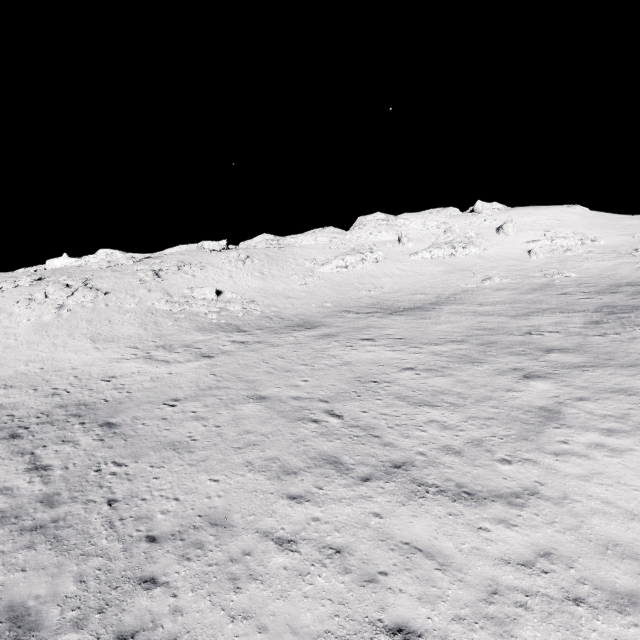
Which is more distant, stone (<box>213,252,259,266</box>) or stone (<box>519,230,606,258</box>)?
stone (<box>519,230,606,258</box>)

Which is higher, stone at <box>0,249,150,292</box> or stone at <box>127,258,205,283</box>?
stone at <box>0,249,150,292</box>

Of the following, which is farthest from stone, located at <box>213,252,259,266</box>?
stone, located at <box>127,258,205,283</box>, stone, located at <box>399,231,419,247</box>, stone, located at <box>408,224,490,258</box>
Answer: stone, located at <box>399,231,419,247</box>

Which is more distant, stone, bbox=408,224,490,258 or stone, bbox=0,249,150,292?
stone, bbox=408,224,490,258

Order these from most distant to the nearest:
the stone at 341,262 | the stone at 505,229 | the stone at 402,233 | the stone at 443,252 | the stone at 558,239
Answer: the stone at 402,233 → the stone at 505,229 → the stone at 443,252 → the stone at 558,239 → the stone at 341,262

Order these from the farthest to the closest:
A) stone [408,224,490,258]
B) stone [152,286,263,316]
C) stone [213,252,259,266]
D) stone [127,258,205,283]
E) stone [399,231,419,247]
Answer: stone [399,231,419,247] < stone [408,224,490,258] < stone [213,252,259,266] < stone [127,258,205,283] < stone [152,286,263,316]

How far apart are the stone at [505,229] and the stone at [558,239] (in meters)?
3.50

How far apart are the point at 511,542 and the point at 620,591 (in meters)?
2.11
